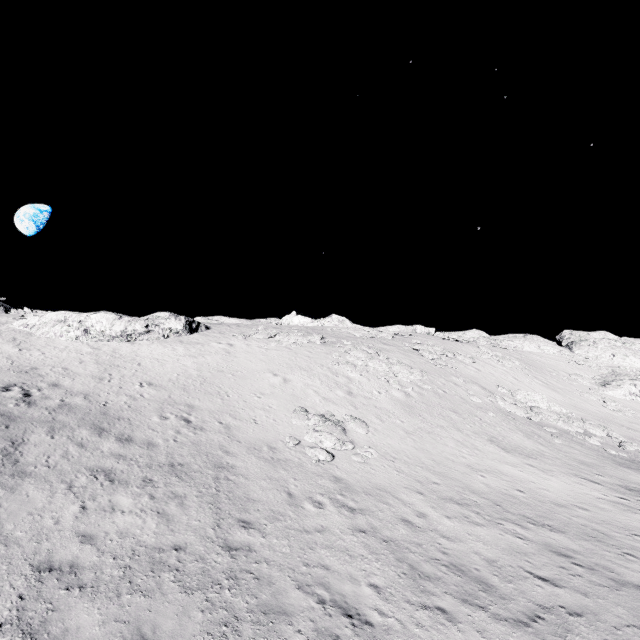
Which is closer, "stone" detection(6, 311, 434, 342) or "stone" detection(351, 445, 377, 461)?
"stone" detection(351, 445, 377, 461)

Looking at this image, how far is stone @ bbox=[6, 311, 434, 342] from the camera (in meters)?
26.69

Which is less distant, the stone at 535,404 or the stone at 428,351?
the stone at 535,404

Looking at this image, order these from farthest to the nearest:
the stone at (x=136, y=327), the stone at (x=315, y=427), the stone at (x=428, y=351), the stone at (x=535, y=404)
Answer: the stone at (x=428, y=351) → the stone at (x=136, y=327) → the stone at (x=535, y=404) → the stone at (x=315, y=427)

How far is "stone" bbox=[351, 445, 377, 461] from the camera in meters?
15.2 m

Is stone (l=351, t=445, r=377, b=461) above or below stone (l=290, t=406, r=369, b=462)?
below

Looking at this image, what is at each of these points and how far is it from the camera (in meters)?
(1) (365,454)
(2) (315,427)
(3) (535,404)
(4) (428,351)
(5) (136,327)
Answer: (1) stone, 15.59
(2) stone, 17.25
(3) stone, 27.73
(4) stone, 35.00
(5) stone, 28.20

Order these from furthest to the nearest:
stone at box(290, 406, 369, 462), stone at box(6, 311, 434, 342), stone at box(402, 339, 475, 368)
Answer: stone at box(402, 339, 475, 368) → stone at box(6, 311, 434, 342) → stone at box(290, 406, 369, 462)
